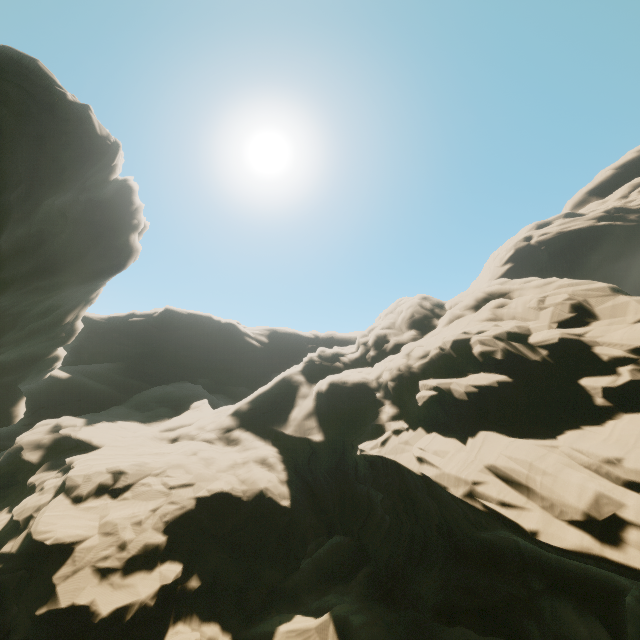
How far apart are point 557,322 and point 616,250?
50.0 meters
